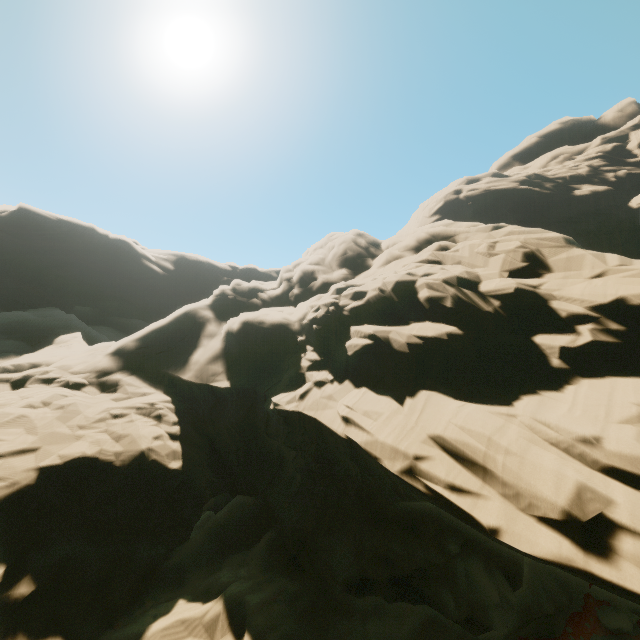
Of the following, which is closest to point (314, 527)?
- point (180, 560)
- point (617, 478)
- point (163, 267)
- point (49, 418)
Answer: point (180, 560)
